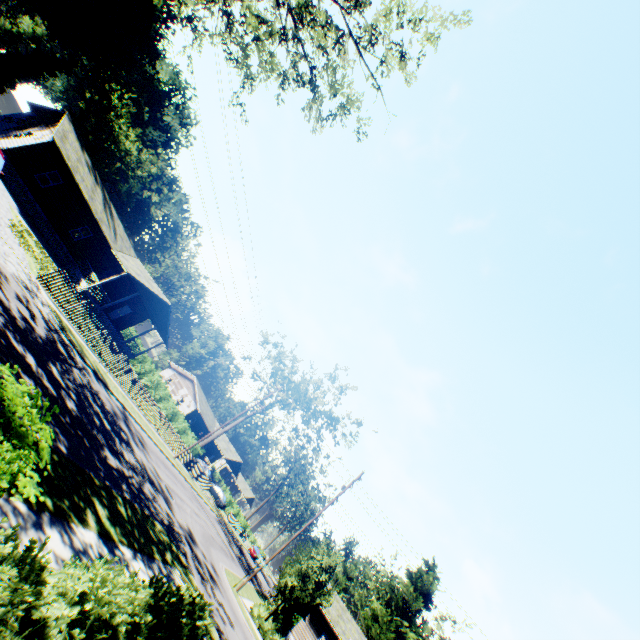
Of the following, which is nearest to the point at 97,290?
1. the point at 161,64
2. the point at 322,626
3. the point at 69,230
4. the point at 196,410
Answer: the point at 69,230

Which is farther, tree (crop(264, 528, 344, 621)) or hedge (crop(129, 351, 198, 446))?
hedge (crop(129, 351, 198, 446))

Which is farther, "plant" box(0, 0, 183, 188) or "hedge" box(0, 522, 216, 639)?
"plant" box(0, 0, 183, 188)

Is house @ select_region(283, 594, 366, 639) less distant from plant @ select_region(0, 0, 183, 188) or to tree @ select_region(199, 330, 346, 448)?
plant @ select_region(0, 0, 183, 188)

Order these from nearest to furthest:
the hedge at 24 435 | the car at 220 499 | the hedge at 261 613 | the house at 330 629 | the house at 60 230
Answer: the hedge at 24 435, the hedge at 261 613, the house at 60 230, the house at 330 629, the car at 220 499

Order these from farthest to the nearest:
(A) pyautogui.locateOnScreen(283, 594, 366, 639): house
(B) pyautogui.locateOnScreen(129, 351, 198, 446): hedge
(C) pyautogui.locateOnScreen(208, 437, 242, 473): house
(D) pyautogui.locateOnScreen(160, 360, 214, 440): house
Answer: (C) pyautogui.locateOnScreen(208, 437, 242, 473): house
(D) pyautogui.locateOnScreen(160, 360, 214, 440): house
(B) pyautogui.locateOnScreen(129, 351, 198, 446): hedge
(A) pyautogui.locateOnScreen(283, 594, 366, 639): house

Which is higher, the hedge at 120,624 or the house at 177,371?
the house at 177,371

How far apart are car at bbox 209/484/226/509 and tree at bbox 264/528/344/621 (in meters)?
27.78
